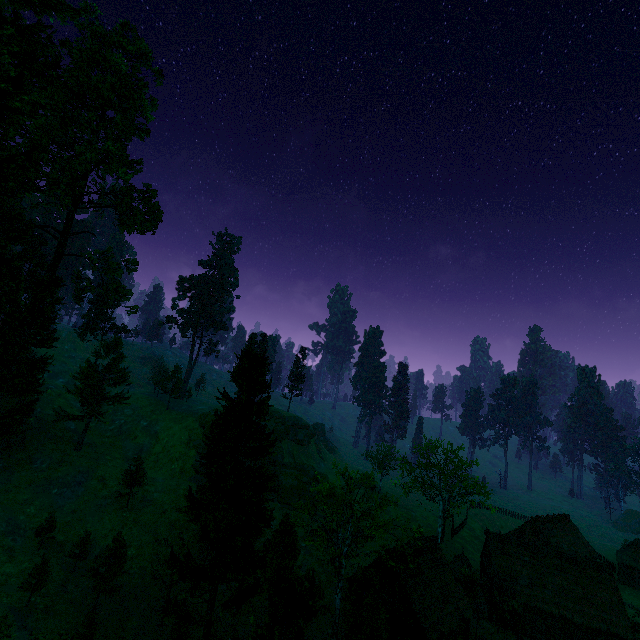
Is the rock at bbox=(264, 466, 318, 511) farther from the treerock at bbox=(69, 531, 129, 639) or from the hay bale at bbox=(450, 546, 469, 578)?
the hay bale at bbox=(450, 546, 469, 578)

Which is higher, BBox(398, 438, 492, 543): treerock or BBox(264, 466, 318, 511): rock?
BBox(398, 438, 492, 543): treerock

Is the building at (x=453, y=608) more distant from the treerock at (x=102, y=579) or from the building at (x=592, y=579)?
the building at (x=592, y=579)

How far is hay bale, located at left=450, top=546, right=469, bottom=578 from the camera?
40.81m

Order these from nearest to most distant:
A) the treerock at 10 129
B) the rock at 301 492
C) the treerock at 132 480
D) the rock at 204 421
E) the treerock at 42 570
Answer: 1. the treerock at 42 570
2. the treerock at 10 129
3. the treerock at 132 480
4. the rock at 301 492
5. the rock at 204 421

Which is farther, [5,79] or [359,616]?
[5,79]

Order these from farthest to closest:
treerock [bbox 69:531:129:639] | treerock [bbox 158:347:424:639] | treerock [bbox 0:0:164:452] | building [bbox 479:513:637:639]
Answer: treerock [bbox 0:0:164:452] → building [bbox 479:513:637:639] → treerock [bbox 69:531:129:639] → treerock [bbox 158:347:424:639]

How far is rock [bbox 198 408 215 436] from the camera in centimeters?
5494cm
